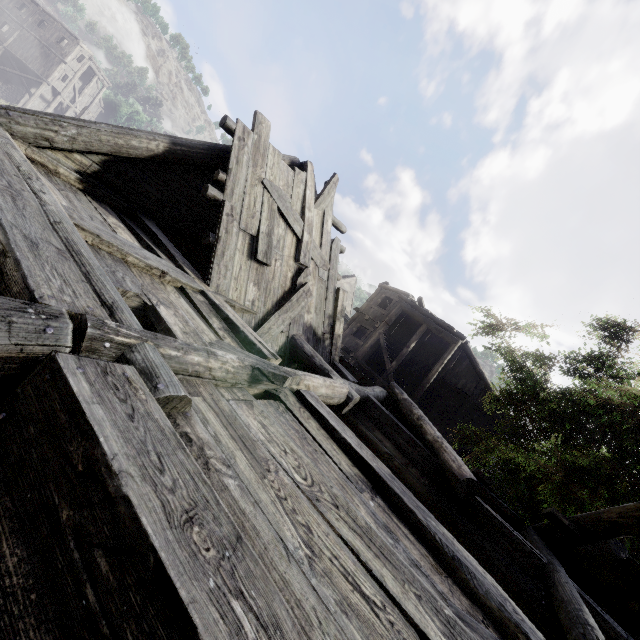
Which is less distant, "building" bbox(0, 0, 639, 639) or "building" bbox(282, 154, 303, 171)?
"building" bbox(0, 0, 639, 639)

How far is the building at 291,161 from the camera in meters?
7.2

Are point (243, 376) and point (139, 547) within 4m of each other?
yes

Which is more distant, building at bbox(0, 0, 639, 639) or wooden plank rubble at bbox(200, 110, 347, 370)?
wooden plank rubble at bbox(200, 110, 347, 370)

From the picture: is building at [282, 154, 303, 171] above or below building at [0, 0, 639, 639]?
above

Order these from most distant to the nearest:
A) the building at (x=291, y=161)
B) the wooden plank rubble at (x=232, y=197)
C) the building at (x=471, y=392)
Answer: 1. the building at (x=291, y=161)
2. the wooden plank rubble at (x=232, y=197)
3. the building at (x=471, y=392)

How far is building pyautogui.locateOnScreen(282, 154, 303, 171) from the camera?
7.23m
